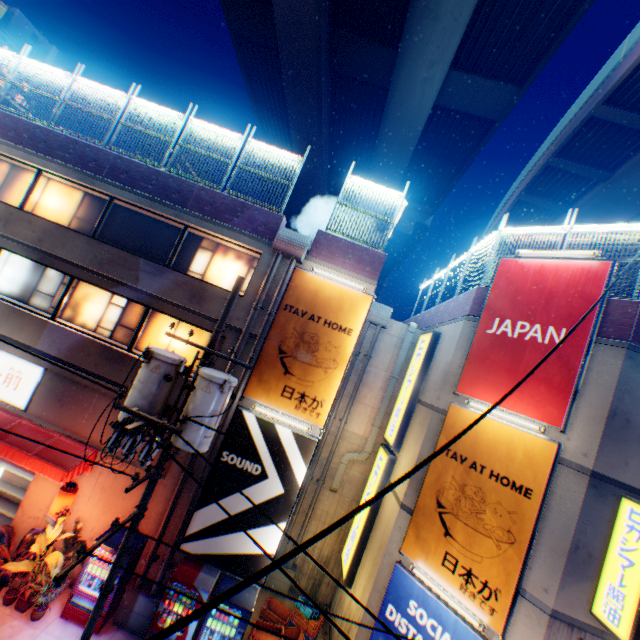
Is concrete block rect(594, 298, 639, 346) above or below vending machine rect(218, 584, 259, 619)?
above

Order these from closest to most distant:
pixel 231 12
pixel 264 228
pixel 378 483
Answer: pixel 264 228 → pixel 378 483 → pixel 231 12

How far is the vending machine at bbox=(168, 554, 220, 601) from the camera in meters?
8.5

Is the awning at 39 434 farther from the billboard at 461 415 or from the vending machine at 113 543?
the billboard at 461 415

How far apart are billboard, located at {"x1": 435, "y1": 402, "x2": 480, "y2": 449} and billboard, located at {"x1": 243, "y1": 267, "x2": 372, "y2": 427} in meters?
3.1

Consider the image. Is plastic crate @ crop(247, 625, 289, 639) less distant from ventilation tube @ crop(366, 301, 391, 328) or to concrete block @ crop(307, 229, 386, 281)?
ventilation tube @ crop(366, 301, 391, 328)

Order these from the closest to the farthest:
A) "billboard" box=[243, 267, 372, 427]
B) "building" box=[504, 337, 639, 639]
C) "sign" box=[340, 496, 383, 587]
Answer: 1. "building" box=[504, 337, 639, 639]
2. "billboard" box=[243, 267, 372, 427]
3. "sign" box=[340, 496, 383, 587]

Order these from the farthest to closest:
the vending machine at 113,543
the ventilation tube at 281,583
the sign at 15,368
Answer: the ventilation tube at 281,583 < the sign at 15,368 < the vending machine at 113,543
